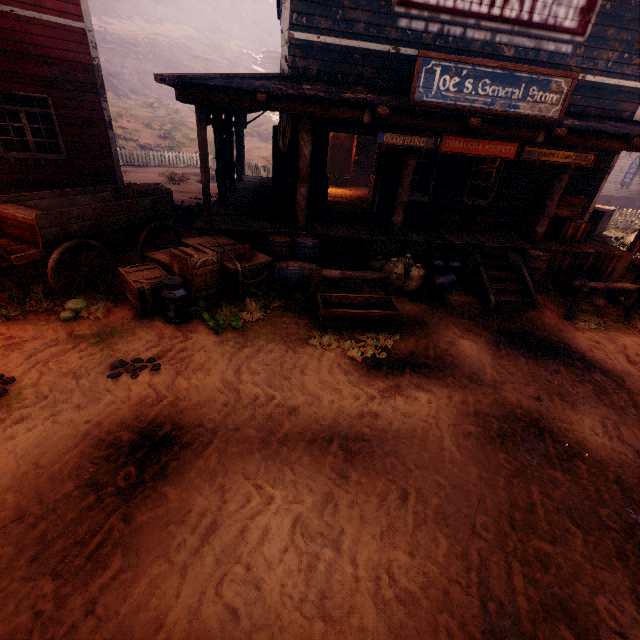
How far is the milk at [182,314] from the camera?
5.4 meters

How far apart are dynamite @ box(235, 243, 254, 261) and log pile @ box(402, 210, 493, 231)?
5.7m

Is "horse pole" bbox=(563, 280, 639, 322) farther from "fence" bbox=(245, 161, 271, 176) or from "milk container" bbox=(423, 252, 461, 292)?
"fence" bbox=(245, 161, 271, 176)

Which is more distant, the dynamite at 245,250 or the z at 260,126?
the z at 260,126

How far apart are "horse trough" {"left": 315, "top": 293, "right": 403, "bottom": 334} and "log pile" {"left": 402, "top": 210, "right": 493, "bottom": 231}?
4.40m

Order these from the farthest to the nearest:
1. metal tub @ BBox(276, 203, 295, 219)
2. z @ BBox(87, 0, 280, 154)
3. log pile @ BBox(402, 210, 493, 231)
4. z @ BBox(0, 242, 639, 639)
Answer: z @ BBox(87, 0, 280, 154) < log pile @ BBox(402, 210, 493, 231) < metal tub @ BBox(276, 203, 295, 219) < z @ BBox(0, 242, 639, 639)

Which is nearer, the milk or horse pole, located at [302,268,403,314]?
the milk

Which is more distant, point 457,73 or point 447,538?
point 457,73
